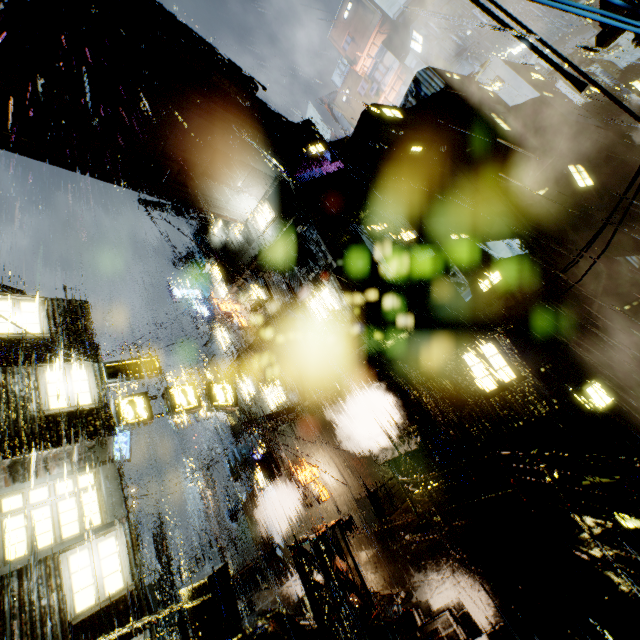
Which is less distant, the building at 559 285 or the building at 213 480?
the building at 559 285

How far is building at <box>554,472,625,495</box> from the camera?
11.1m

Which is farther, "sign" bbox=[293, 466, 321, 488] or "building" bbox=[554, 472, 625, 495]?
"sign" bbox=[293, 466, 321, 488]

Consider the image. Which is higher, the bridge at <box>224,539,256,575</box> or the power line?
the power line

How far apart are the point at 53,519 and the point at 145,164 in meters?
16.2 m

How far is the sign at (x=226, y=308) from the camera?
23.56m

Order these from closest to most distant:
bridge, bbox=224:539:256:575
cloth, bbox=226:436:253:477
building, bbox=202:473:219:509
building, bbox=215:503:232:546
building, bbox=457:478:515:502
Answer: building, bbox=457:478:515:502 < cloth, bbox=226:436:253:477 < bridge, bbox=224:539:256:575 < building, bbox=215:503:232:546 < building, bbox=202:473:219:509
